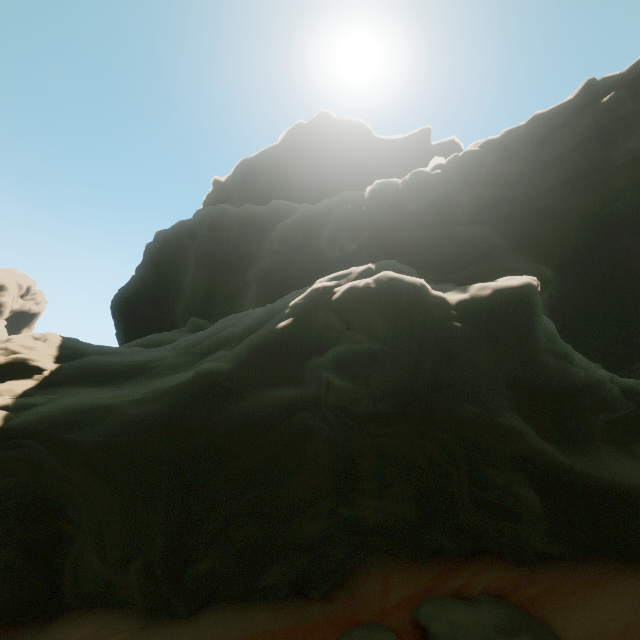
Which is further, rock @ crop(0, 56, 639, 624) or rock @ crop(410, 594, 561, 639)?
rock @ crop(0, 56, 639, 624)

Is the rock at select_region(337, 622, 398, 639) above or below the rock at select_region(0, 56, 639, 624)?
below

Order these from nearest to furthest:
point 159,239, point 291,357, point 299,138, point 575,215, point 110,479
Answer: point 110,479 < point 291,357 < point 575,215 < point 159,239 < point 299,138

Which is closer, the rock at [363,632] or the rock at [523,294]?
the rock at [363,632]
